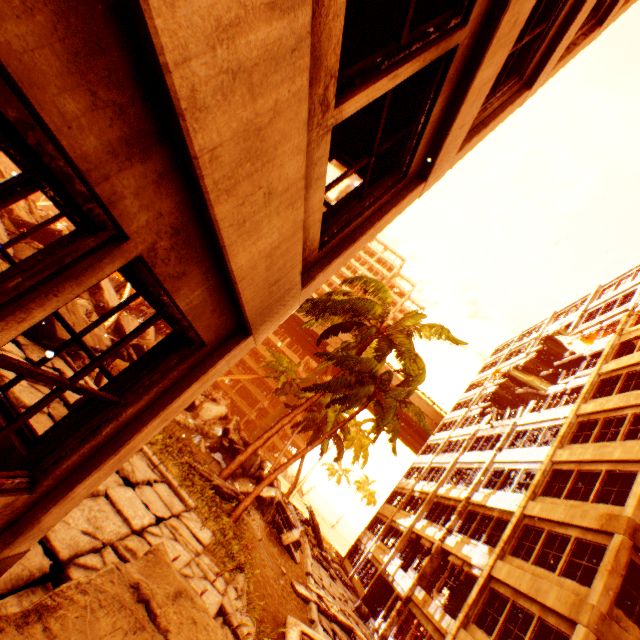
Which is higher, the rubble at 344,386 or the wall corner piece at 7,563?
the rubble at 344,386

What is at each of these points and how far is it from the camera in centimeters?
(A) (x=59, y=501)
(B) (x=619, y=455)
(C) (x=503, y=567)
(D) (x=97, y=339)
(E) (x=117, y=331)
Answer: (A) pillar, 245cm
(B) wall corner piece, 1247cm
(C) wall corner piece, 1319cm
(D) floor rubble, 1010cm
(E) rock pile, 1903cm

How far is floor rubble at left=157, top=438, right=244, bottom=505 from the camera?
9.0m

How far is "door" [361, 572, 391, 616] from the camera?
19.4m

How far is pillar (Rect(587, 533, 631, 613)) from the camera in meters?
9.4 m

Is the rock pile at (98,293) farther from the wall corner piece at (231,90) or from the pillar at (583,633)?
the wall corner piece at (231,90)

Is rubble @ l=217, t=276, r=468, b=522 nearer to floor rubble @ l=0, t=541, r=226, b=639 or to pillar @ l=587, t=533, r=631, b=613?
pillar @ l=587, t=533, r=631, b=613

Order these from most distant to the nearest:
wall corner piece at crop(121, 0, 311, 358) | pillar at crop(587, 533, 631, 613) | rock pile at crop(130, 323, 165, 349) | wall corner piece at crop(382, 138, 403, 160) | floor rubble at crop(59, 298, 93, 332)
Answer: rock pile at crop(130, 323, 165, 349) < pillar at crop(587, 533, 631, 613) < floor rubble at crop(59, 298, 93, 332) < wall corner piece at crop(382, 138, 403, 160) < wall corner piece at crop(121, 0, 311, 358)
